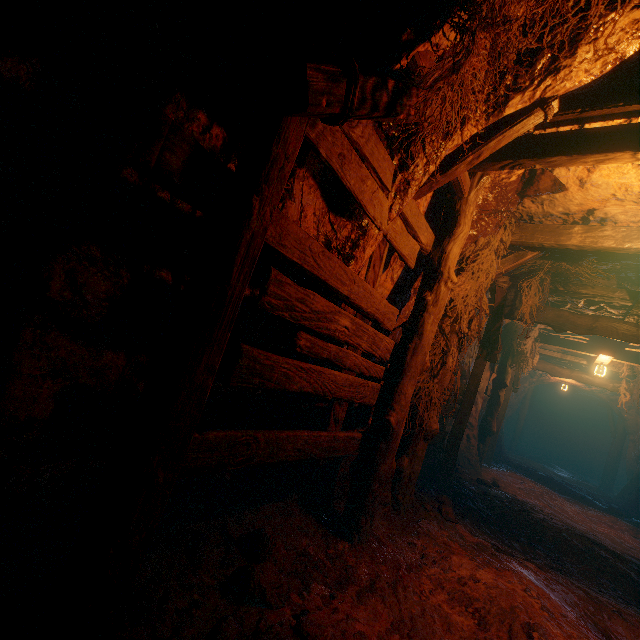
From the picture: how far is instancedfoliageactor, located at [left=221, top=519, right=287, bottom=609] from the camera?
2.1 meters

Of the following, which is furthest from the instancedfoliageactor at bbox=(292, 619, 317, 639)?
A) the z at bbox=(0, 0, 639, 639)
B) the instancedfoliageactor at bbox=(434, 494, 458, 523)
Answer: the instancedfoliageactor at bbox=(434, 494, 458, 523)

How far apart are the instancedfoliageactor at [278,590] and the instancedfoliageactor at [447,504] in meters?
2.9 m

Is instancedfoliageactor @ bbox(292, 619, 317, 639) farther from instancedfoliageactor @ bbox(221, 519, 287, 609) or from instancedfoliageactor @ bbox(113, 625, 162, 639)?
instancedfoliageactor @ bbox(113, 625, 162, 639)

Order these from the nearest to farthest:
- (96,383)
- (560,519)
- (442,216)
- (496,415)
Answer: (96,383), (442,216), (560,519), (496,415)

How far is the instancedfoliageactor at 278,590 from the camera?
2.11m

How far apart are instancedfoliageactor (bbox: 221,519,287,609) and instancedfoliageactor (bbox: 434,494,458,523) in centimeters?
294cm

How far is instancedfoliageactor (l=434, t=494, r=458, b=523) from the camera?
4.53m
